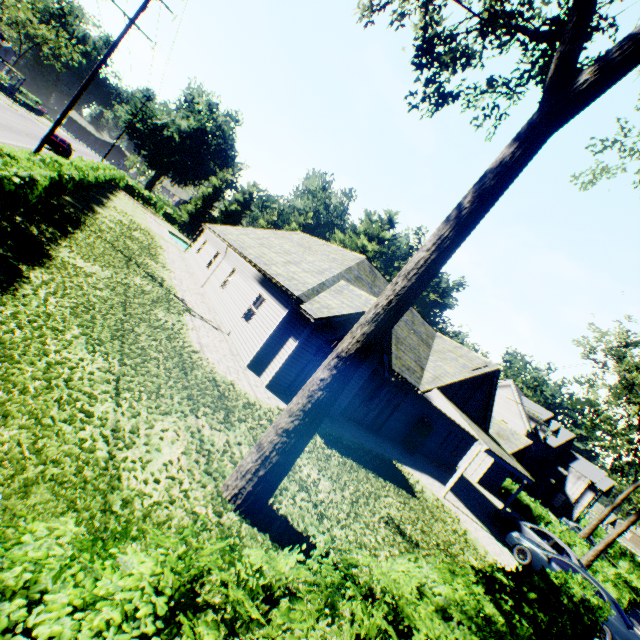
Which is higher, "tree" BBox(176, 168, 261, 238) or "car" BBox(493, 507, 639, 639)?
"tree" BBox(176, 168, 261, 238)

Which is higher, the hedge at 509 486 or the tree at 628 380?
the tree at 628 380

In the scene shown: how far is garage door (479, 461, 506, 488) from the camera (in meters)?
28.14

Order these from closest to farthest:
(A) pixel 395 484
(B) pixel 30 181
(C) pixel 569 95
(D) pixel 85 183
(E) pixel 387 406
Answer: (C) pixel 569 95 < (B) pixel 30 181 < (A) pixel 395 484 < (E) pixel 387 406 < (D) pixel 85 183

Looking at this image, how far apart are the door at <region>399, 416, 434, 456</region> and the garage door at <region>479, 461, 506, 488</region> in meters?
13.6 m

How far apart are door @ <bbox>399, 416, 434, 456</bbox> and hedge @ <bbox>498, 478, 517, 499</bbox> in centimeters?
1997cm

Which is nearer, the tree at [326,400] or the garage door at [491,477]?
the tree at [326,400]

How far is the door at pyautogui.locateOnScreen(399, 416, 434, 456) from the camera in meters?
18.9 m
